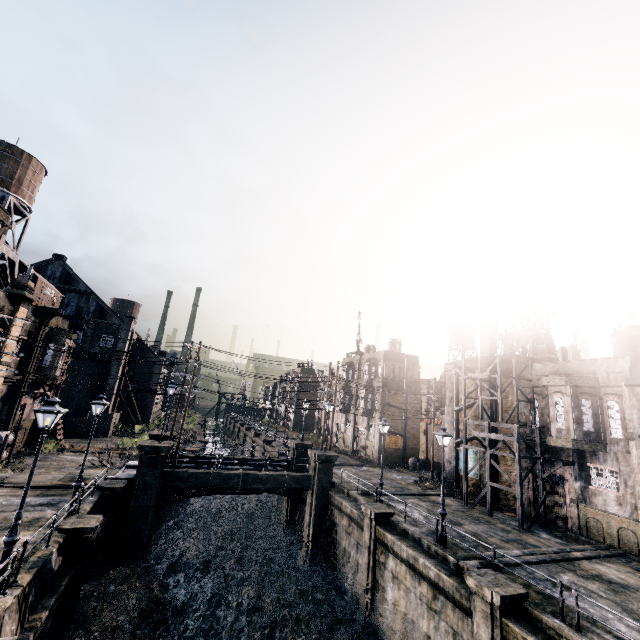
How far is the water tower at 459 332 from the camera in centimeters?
5594cm

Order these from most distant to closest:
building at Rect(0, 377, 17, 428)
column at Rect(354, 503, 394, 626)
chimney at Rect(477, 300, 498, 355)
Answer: chimney at Rect(477, 300, 498, 355)
building at Rect(0, 377, 17, 428)
column at Rect(354, 503, 394, 626)

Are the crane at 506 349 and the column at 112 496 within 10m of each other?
no

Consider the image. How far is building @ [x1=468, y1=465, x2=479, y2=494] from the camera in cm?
2834

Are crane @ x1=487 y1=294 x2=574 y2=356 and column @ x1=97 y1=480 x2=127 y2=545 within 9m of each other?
no

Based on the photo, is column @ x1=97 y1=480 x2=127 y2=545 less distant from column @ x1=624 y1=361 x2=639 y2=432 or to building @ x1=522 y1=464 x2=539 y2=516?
building @ x1=522 y1=464 x2=539 y2=516

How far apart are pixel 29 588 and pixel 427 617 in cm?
1604

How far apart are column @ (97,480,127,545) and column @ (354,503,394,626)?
15.27m
